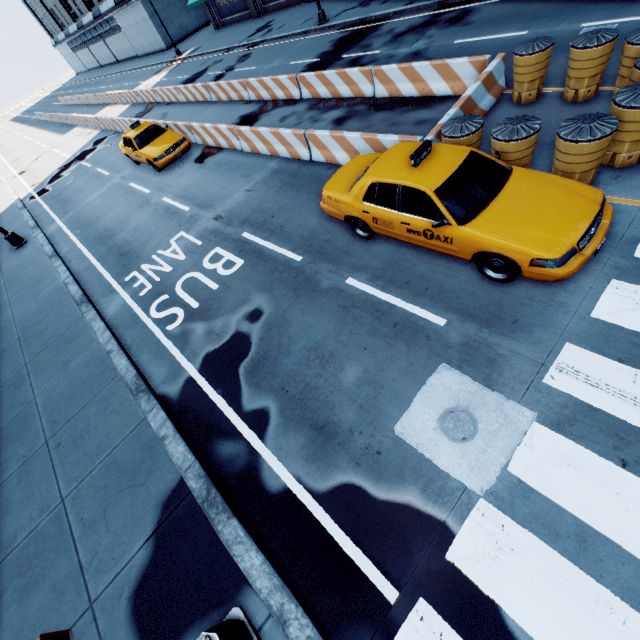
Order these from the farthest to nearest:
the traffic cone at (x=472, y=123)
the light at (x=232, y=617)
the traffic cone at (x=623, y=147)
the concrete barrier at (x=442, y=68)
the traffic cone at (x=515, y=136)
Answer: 1. the concrete barrier at (x=442, y=68)
2. the traffic cone at (x=472, y=123)
3. the traffic cone at (x=515, y=136)
4. the traffic cone at (x=623, y=147)
5. the light at (x=232, y=617)

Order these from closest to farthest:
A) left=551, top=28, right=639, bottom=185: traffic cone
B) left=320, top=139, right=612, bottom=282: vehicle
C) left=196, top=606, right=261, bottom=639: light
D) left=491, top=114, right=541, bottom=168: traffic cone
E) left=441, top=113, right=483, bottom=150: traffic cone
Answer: left=196, top=606, right=261, bottom=639: light
left=320, top=139, right=612, bottom=282: vehicle
left=551, top=28, right=639, bottom=185: traffic cone
left=491, top=114, right=541, bottom=168: traffic cone
left=441, top=113, right=483, bottom=150: traffic cone

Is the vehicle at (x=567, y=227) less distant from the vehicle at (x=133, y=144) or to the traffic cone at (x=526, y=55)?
the traffic cone at (x=526, y=55)

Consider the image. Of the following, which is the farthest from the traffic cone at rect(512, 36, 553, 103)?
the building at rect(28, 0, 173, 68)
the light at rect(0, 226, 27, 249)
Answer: the building at rect(28, 0, 173, 68)

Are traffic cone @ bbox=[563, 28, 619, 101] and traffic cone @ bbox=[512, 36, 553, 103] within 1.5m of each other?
yes

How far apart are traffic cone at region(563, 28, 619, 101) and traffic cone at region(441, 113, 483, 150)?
2.80m

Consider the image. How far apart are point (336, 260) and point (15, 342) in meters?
10.1

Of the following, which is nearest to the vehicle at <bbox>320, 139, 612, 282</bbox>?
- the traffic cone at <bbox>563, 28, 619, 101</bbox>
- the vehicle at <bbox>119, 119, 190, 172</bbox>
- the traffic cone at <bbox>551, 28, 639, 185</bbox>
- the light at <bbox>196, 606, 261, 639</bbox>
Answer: the traffic cone at <bbox>551, 28, 639, 185</bbox>
